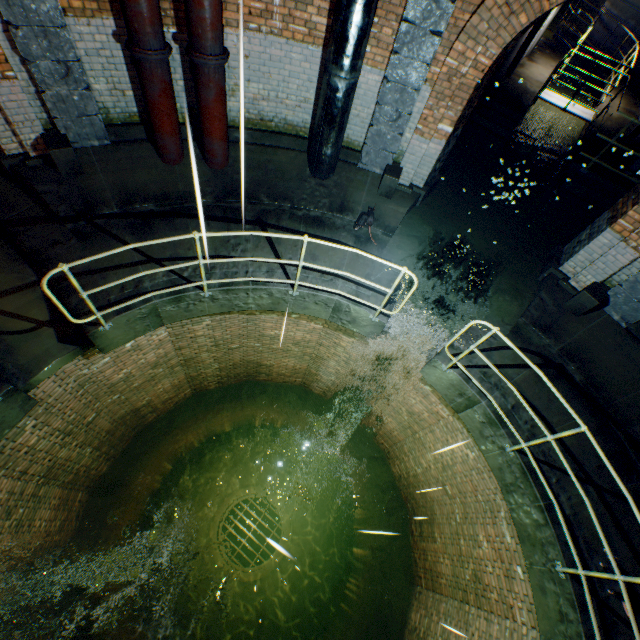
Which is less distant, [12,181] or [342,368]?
[12,181]

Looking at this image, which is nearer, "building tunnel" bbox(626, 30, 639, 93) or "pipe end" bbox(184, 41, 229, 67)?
"pipe end" bbox(184, 41, 229, 67)

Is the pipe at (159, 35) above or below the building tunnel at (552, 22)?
above

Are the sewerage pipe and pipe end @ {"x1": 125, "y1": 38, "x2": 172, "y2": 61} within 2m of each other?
no

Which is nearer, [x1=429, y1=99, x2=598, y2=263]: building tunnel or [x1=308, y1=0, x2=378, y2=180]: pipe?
[x1=308, y1=0, x2=378, y2=180]: pipe

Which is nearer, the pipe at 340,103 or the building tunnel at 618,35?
the pipe at 340,103

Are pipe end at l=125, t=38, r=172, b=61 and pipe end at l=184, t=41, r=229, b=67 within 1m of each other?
yes

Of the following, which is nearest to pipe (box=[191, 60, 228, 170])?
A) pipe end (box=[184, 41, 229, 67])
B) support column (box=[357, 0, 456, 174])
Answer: pipe end (box=[184, 41, 229, 67])
